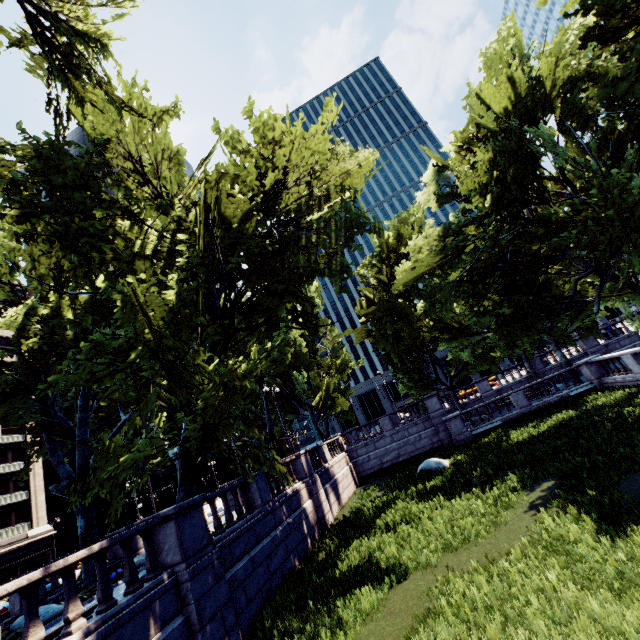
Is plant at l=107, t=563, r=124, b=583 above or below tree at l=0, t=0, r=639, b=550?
below

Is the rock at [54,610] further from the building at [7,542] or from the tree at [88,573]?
the building at [7,542]

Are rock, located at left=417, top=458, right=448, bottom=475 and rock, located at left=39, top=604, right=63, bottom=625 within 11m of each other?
no

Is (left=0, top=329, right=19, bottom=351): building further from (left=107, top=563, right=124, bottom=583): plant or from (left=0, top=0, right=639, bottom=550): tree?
(left=107, top=563, right=124, bottom=583): plant

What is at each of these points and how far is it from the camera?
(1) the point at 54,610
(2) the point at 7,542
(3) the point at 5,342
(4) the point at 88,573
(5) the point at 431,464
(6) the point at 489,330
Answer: (1) rock, 12.8m
(2) building, 38.2m
(3) building, 48.8m
(4) tree, 14.9m
(5) rock, 19.3m
(6) tree, 16.5m

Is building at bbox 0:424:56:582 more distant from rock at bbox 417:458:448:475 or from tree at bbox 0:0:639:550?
rock at bbox 417:458:448:475

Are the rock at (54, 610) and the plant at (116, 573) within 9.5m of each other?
yes

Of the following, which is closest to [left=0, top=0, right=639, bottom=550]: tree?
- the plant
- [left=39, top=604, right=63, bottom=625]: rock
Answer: the plant
